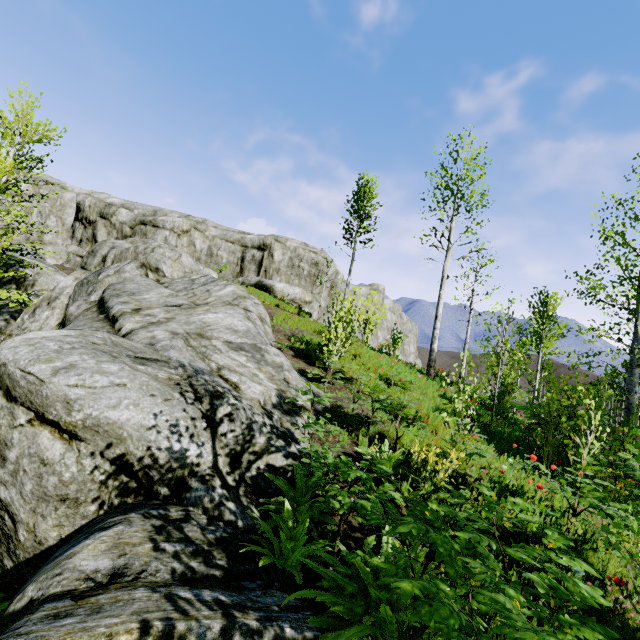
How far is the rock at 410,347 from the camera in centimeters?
1541cm

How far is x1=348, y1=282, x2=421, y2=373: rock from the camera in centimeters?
1541cm

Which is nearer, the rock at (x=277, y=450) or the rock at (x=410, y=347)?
the rock at (x=277, y=450)

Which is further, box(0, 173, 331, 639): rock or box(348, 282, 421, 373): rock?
box(348, 282, 421, 373): rock

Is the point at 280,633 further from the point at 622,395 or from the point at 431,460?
the point at 622,395
